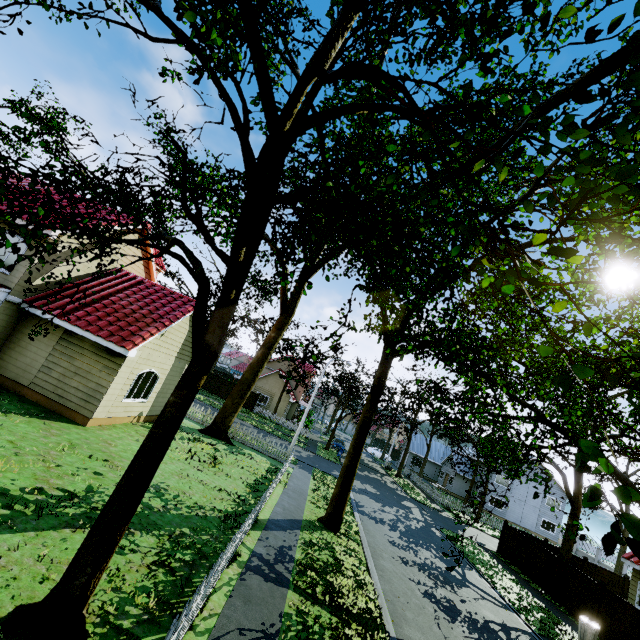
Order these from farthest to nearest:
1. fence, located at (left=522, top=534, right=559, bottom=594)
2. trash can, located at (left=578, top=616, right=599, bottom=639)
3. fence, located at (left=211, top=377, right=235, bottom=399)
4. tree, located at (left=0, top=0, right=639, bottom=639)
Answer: fence, located at (left=211, top=377, right=235, bottom=399) → fence, located at (left=522, top=534, right=559, bottom=594) → trash can, located at (left=578, top=616, right=599, bottom=639) → tree, located at (left=0, top=0, right=639, bottom=639)

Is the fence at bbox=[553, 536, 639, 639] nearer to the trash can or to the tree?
the tree

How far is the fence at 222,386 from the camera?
41.50m

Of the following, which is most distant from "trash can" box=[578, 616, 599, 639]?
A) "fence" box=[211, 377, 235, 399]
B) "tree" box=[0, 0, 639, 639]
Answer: "tree" box=[0, 0, 639, 639]

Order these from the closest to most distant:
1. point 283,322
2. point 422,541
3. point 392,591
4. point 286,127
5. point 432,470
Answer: point 286,127, point 392,591, point 422,541, point 283,322, point 432,470

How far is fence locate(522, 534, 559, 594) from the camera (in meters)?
18.23
